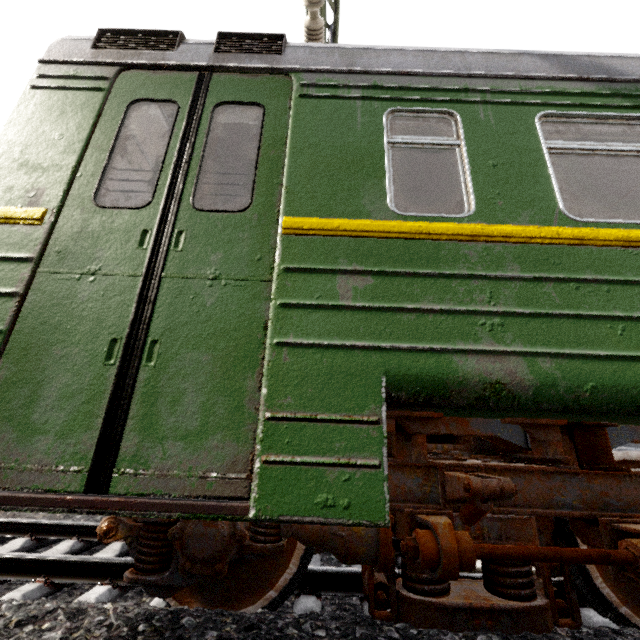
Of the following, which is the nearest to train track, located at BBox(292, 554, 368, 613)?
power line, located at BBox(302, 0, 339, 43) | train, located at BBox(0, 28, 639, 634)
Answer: train, located at BBox(0, 28, 639, 634)

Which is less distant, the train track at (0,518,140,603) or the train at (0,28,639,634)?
the train at (0,28,639,634)

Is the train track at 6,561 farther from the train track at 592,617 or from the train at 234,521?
the train track at 592,617

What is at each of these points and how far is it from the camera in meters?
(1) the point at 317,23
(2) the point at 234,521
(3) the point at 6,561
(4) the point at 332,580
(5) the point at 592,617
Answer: (1) power line, 3.5 m
(2) train, 1.4 m
(3) train track, 2.5 m
(4) train track, 2.5 m
(5) train track, 2.2 m

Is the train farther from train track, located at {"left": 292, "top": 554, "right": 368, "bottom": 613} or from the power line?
the power line

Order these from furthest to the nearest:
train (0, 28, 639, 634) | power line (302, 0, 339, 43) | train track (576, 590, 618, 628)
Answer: power line (302, 0, 339, 43) < train track (576, 590, 618, 628) < train (0, 28, 639, 634)

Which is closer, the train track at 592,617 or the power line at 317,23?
the train track at 592,617
